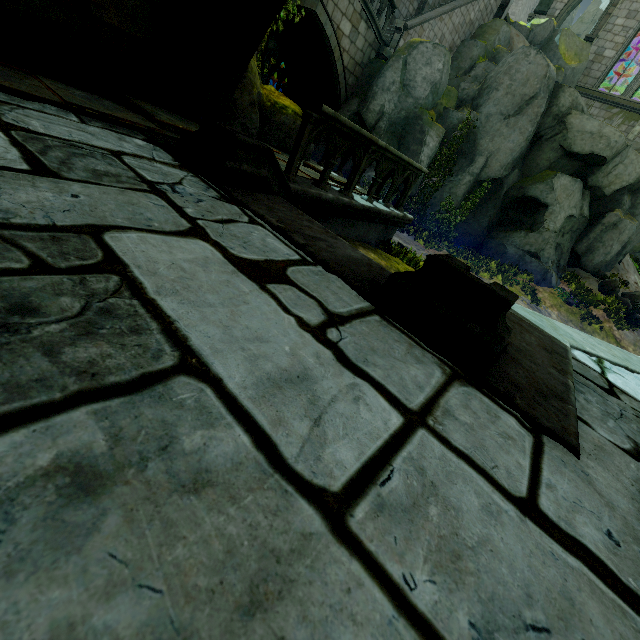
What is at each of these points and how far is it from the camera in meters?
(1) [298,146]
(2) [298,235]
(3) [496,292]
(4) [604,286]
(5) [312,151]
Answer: (1) stone column, 3.9
(2) wall trim, 2.3
(3) stair, 1.7
(4) rock, 15.0
(5) rock, 7.3

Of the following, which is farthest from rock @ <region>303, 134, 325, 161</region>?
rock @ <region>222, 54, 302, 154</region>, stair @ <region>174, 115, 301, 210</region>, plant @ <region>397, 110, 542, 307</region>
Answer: stair @ <region>174, 115, 301, 210</region>

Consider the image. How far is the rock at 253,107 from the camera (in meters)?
5.21

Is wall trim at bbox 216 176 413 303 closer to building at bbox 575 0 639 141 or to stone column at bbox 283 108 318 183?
stone column at bbox 283 108 318 183

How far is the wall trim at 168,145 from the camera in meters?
2.7 m

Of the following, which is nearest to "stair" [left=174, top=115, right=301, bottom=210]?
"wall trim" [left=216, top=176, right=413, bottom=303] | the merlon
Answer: "wall trim" [left=216, top=176, right=413, bottom=303]

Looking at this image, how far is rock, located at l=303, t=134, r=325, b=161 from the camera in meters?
7.1

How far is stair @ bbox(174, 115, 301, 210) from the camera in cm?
256
